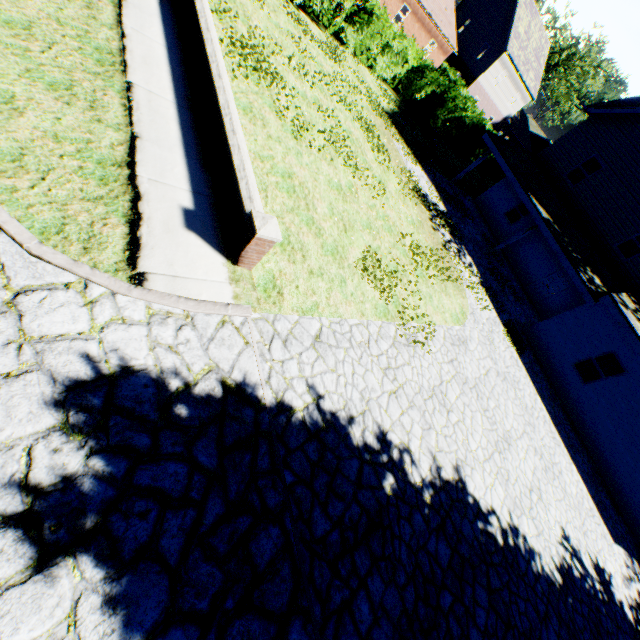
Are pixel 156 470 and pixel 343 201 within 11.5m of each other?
yes

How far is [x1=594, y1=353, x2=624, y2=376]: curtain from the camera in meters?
13.1

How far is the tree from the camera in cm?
4938

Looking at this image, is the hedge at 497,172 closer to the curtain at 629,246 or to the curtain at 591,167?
the curtain at 591,167

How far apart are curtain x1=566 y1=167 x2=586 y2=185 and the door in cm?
456

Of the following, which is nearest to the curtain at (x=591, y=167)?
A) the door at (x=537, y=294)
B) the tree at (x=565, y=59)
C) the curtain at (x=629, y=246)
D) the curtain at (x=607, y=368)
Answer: the curtain at (x=629, y=246)

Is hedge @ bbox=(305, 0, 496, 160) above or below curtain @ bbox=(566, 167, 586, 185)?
below

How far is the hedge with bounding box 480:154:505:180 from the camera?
31.20m
